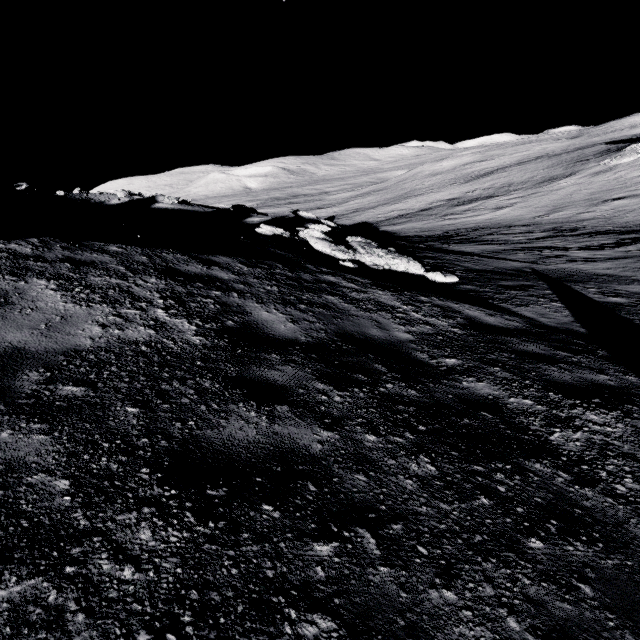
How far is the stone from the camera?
9.78m

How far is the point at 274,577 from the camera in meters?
1.6

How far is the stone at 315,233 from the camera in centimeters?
978cm
